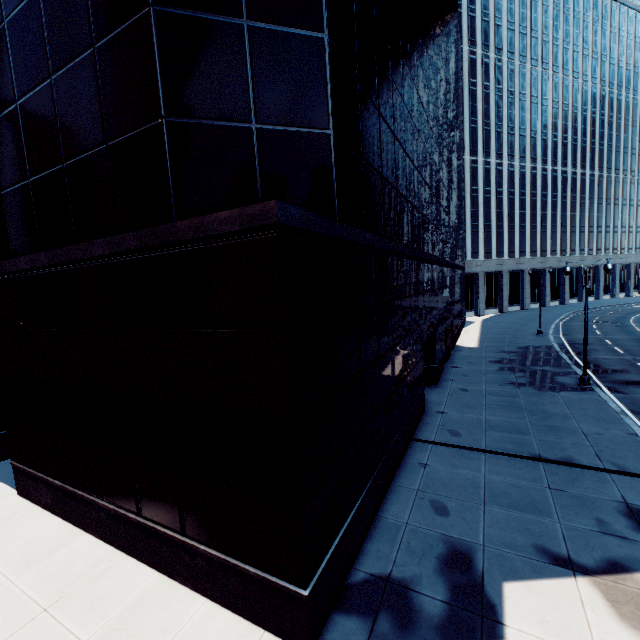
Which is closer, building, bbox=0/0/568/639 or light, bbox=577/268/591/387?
building, bbox=0/0/568/639

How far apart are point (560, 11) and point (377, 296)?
86.61m

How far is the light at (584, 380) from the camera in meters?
18.7 m

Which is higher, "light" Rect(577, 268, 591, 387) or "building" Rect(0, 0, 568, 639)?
"building" Rect(0, 0, 568, 639)

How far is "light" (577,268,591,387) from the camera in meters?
18.7

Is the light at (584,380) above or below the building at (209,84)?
below
